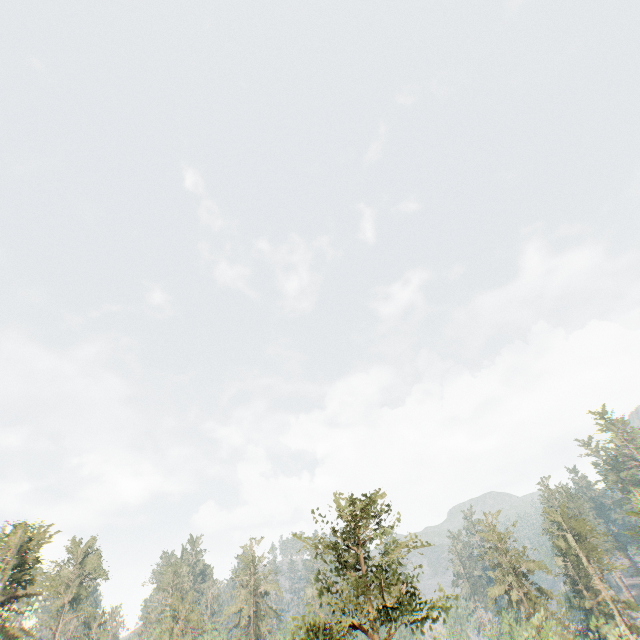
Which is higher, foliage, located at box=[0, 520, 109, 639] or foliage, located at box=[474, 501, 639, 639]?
foliage, located at box=[0, 520, 109, 639]

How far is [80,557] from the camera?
55.53m

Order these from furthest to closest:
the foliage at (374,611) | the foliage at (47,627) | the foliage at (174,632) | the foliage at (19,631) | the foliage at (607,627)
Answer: the foliage at (174,632) < the foliage at (47,627) < the foliage at (607,627) < the foliage at (19,631) < the foliage at (374,611)

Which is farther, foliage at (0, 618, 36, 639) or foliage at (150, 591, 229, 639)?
foliage at (150, 591, 229, 639)

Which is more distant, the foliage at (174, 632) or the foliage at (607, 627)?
the foliage at (174, 632)
